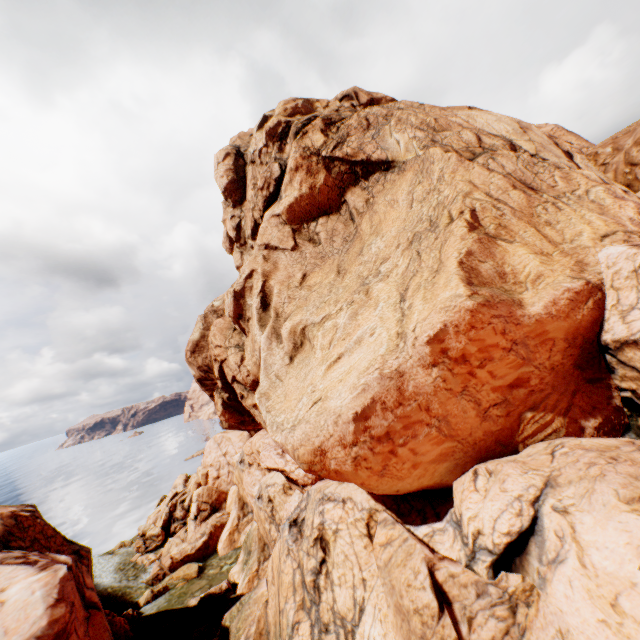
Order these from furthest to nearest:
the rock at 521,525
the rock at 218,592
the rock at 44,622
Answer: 1. the rock at 218,592
2. the rock at 44,622
3. the rock at 521,525

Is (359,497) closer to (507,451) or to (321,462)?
(321,462)

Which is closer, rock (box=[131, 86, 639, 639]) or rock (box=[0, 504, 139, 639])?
rock (box=[131, 86, 639, 639])

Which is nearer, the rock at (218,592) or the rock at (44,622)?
the rock at (44,622)

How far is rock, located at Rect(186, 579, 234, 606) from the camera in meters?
24.9 m

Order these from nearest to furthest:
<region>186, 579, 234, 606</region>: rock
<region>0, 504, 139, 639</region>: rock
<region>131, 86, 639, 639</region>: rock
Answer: <region>131, 86, 639, 639</region>: rock → <region>0, 504, 139, 639</region>: rock → <region>186, 579, 234, 606</region>: rock
